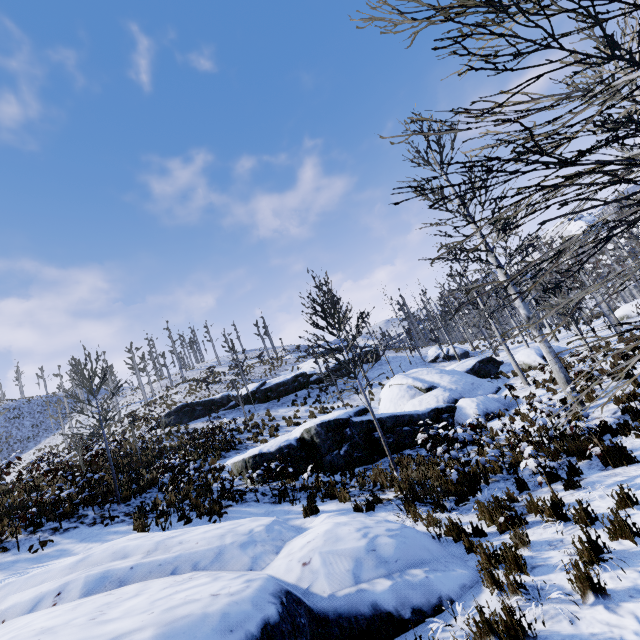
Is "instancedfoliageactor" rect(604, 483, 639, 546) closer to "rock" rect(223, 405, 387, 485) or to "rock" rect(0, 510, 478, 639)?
"rock" rect(223, 405, 387, 485)

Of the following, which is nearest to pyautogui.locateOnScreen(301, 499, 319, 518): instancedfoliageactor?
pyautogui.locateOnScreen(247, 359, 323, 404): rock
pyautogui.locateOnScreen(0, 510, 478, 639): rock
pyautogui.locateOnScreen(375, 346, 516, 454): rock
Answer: pyautogui.locateOnScreen(375, 346, 516, 454): rock

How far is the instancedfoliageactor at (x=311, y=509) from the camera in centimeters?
784cm

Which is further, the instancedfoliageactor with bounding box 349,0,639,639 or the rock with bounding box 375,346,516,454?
the rock with bounding box 375,346,516,454

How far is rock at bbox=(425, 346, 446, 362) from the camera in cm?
3394

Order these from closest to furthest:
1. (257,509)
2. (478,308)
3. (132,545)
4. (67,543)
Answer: (132,545) < (67,543) < (257,509) < (478,308)

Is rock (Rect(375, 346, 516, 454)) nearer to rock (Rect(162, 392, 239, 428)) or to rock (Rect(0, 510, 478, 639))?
rock (Rect(0, 510, 478, 639))

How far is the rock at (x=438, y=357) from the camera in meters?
33.9
